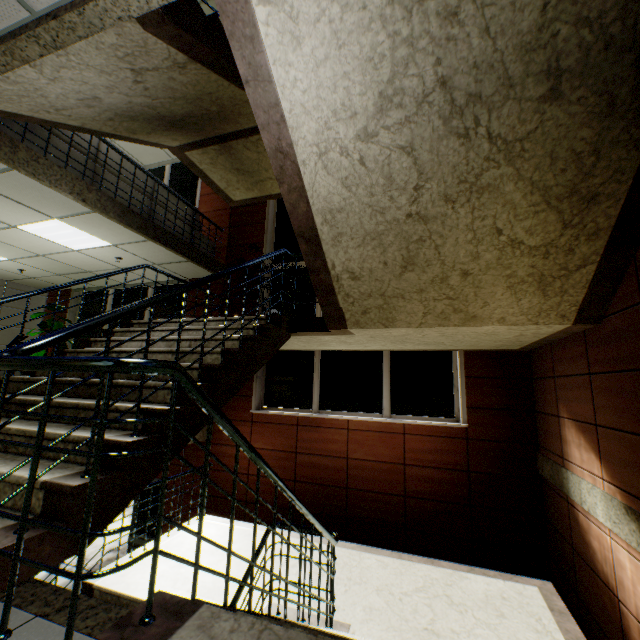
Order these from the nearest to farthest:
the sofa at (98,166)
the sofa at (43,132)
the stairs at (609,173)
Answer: the stairs at (609,173)
the sofa at (43,132)
the sofa at (98,166)

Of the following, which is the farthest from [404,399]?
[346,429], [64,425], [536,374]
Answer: [64,425]

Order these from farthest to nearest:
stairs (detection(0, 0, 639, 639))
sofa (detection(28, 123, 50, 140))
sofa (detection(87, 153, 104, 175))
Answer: sofa (detection(87, 153, 104, 175)), sofa (detection(28, 123, 50, 140)), stairs (detection(0, 0, 639, 639))

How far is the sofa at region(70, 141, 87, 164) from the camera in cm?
456

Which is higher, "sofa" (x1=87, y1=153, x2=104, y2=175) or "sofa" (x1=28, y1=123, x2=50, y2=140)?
"sofa" (x1=87, y1=153, x2=104, y2=175)

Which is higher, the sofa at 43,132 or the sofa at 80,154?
the sofa at 80,154
